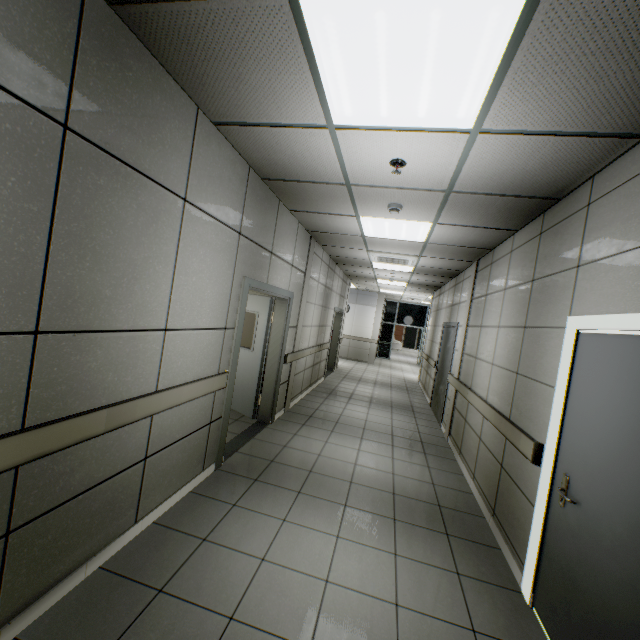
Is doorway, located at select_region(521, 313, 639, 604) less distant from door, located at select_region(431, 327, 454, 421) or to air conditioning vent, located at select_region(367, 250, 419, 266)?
air conditioning vent, located at select_region(367, 250, 419, 266)

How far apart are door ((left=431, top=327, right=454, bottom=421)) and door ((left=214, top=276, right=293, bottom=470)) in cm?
360

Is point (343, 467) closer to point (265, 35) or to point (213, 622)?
point (213, 622)

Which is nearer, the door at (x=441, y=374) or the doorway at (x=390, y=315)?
the door at (x=441, y=374)

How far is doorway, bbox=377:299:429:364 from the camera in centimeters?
1741cm

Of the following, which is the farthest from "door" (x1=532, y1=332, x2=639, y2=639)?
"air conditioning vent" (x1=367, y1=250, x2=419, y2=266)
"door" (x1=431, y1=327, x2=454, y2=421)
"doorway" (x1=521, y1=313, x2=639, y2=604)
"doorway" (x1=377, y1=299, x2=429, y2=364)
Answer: "doorway" (x1=377, y1=299, x2=429, y2=364)

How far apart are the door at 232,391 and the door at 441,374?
3.6 meters

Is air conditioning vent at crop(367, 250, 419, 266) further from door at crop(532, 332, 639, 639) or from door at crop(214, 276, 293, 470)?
door at crop(532, 332, 639, 639)
